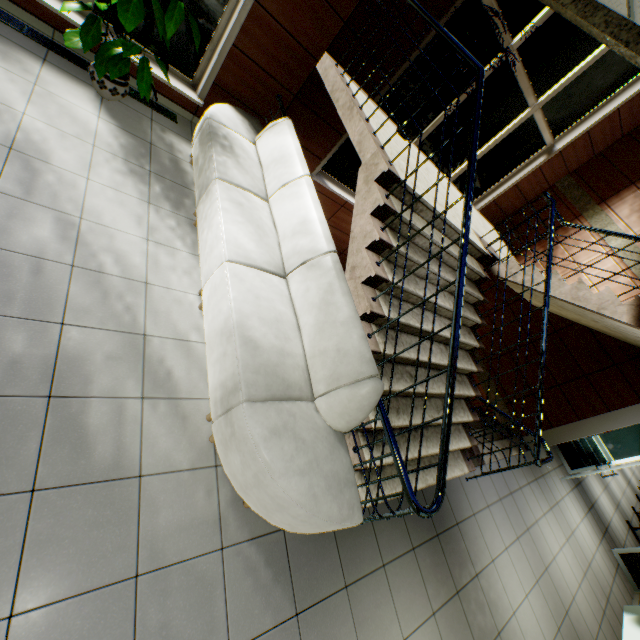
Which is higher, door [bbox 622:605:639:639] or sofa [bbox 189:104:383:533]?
sofa [bbox 189:104:383:533]

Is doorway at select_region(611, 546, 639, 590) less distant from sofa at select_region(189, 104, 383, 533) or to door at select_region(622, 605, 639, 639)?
door at select_region(622, 605, 639, 639)

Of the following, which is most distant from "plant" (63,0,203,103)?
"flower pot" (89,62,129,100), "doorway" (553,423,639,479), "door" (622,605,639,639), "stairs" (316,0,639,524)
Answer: "doorway" (553,423,639,479)

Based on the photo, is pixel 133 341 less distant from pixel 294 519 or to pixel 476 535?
pixel 294 519

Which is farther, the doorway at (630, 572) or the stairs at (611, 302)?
the doorway at (630, 572)

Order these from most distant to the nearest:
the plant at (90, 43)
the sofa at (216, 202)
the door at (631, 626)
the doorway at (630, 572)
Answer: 1. the doorway at (630, 572)
2. the door at (631, 626)
3. the plant at (90, 43)
4. the sofa at (216, 202)

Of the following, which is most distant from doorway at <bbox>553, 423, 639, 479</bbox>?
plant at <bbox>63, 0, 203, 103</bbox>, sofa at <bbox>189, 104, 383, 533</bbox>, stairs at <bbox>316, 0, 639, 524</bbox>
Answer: plant at <bbox>63, 0, 203, 103</bbox>

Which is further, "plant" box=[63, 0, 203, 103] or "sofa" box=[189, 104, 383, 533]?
"plant" box=[63, 0, 203, 103]
